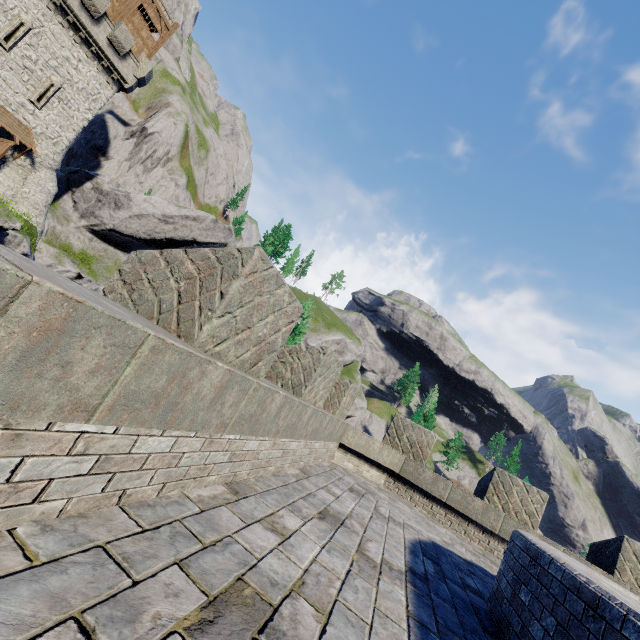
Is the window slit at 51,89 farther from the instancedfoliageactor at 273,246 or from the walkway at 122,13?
the instancedfoliageactor at 273,246

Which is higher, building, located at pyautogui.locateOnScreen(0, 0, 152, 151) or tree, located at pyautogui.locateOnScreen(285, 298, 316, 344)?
building, located at pyautogui.locateOnScreen(0, 0, 152, 151)

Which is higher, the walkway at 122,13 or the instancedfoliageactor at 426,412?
the walkway at 122,13

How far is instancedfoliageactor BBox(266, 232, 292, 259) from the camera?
58.2m

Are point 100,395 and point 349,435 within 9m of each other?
yes

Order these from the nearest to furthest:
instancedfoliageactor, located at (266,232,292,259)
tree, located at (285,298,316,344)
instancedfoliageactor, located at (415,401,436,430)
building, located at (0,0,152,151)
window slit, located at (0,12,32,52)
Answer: tree, located at (285,298,316,344) < window slit, located at (0,12,32,52) < building, located at (0,0,152,151) < instancedfoliageactor, located at (415,401,436,430) < instancedfoliageactor, located at (266,232,292,259)

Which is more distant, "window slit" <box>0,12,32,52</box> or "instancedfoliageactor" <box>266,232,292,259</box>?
"instancedfoliageactor" <box>266,232,292,259</box>

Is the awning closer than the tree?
No
